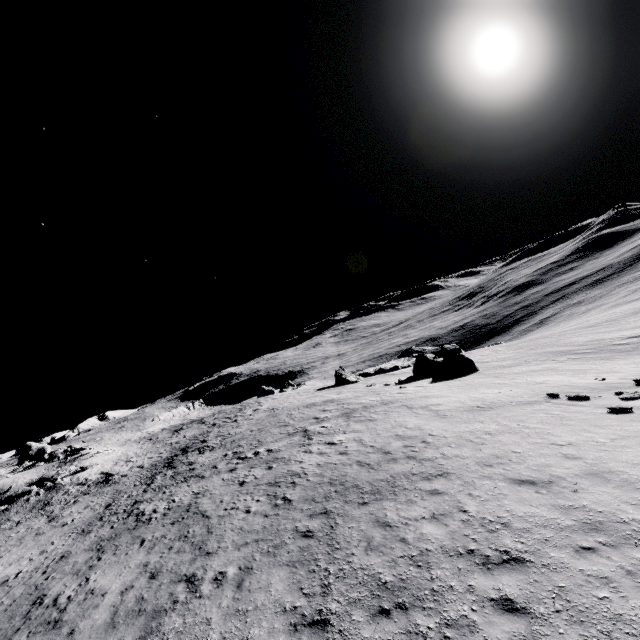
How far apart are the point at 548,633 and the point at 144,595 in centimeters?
1078cm
